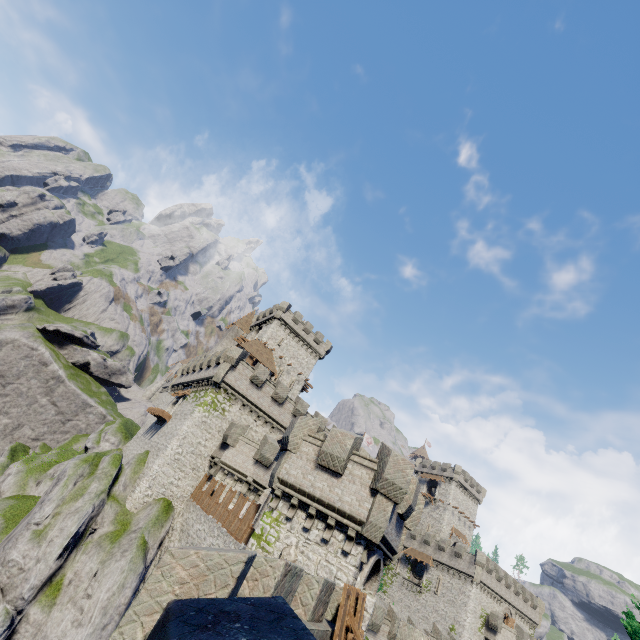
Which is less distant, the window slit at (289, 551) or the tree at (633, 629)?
the window slit at (289, 551)

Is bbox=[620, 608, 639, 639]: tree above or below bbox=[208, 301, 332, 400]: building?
below

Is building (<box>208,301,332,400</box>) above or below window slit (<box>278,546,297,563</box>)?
above

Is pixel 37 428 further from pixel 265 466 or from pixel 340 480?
pixel 340 480

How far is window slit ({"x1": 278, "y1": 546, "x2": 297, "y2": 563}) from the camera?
13.7m

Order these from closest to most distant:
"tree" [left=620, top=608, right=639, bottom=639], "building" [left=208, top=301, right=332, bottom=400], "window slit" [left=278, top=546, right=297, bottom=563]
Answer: "window slit" [left=278, top=546, right=297, bottom=563] → "tree" [left=620, top=608, right=639, bottom=639] → "building" [left=208, top=301, right=332, bottom=400]

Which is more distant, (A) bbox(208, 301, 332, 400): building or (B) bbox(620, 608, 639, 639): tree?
(A) bbox(208, 301, 332, 400): building

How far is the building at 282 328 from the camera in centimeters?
4609cm
